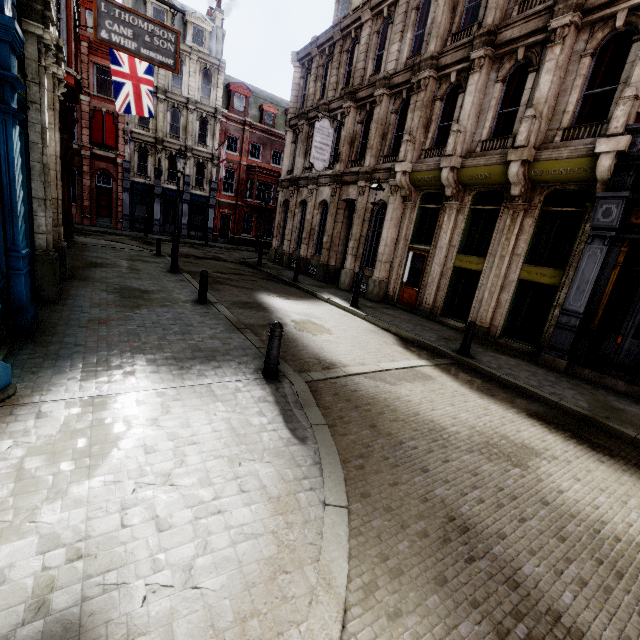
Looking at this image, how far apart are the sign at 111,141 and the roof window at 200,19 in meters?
9.2 m

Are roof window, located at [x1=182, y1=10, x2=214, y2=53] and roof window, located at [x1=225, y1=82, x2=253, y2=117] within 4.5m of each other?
yes

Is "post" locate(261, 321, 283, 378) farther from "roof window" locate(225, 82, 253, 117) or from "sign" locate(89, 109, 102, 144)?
"roof window" locate(225, 82, 253, 117)

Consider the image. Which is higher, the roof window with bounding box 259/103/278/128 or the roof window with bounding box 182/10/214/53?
the roof window with bounding box 182/10/214/53

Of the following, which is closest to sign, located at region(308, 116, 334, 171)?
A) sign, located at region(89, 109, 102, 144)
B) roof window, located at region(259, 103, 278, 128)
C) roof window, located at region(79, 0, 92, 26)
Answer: sign, located at region(89, 109, 102, 144)

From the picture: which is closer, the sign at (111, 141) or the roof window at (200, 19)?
the sign at (111, 141)

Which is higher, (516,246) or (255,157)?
(255,157)

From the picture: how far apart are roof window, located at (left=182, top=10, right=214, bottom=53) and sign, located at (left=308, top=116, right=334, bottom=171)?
22.18m
